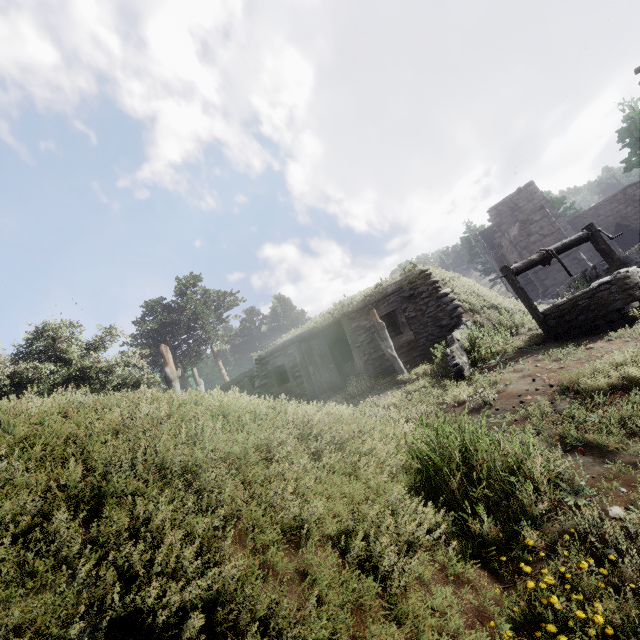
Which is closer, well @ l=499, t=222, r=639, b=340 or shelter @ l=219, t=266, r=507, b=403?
well @ l=499, t=222, r=639, b=340

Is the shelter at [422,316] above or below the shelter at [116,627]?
above

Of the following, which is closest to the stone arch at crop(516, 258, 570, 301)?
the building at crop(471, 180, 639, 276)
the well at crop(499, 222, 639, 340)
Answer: the building at crop(471, 180, 639, 276)

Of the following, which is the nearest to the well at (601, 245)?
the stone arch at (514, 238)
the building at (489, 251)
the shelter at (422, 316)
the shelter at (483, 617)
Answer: the shelter at (422, 316)

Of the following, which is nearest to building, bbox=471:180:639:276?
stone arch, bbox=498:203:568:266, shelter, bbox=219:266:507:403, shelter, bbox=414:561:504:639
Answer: stone arch, bbox=498:203:568:266

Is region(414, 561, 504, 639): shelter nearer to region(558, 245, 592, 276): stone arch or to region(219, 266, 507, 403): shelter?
region(219, 266, 507, 403): shelter

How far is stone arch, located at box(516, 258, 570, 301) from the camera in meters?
21.3

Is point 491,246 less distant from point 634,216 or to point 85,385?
point 634,216
